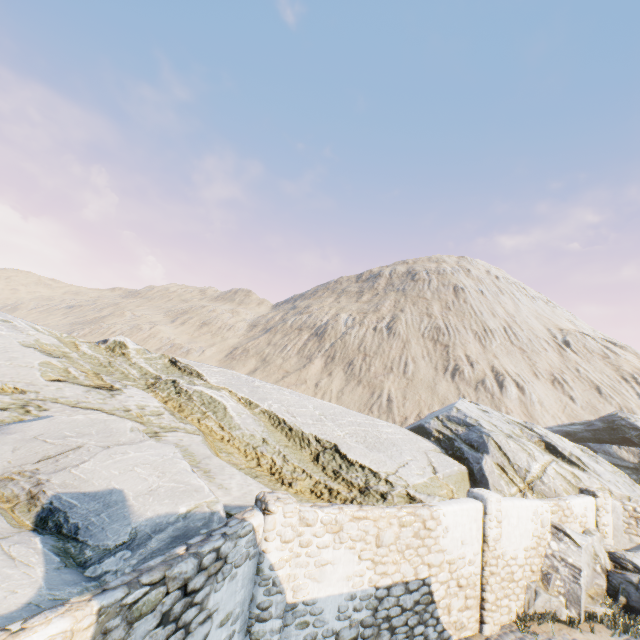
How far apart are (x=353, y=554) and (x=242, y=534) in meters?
2.8 m

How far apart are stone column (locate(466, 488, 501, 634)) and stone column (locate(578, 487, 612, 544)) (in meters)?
5.57

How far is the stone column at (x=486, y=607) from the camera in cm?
821

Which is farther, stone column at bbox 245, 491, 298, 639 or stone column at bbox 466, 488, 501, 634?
stone column at bbox 466, 488, 501, 634

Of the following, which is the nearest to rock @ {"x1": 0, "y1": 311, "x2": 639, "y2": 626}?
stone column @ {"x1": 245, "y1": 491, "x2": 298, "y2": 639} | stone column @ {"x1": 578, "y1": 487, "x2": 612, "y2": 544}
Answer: stone column @ {"x1": 578, "y1": 487, "x2": 612, "y2": 544}

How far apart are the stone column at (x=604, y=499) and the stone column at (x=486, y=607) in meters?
5.6

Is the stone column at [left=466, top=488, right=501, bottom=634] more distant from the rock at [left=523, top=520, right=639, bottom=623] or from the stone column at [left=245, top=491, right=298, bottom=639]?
the stone column at [left=245, top=491, right=298, bottom=639]
